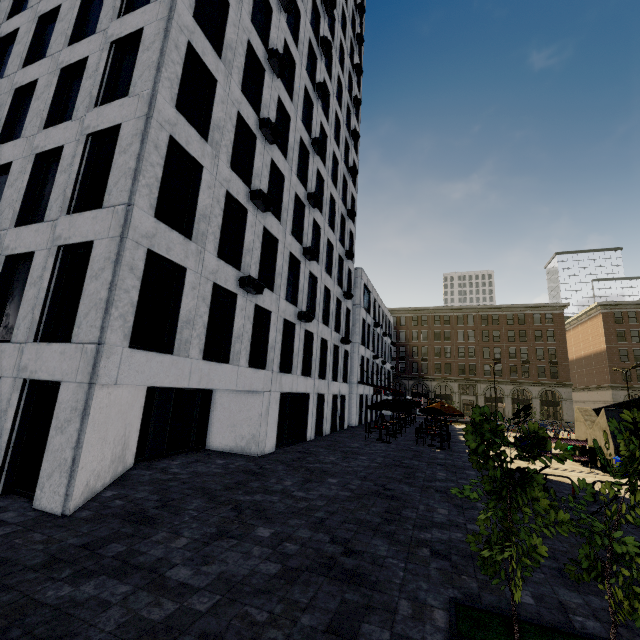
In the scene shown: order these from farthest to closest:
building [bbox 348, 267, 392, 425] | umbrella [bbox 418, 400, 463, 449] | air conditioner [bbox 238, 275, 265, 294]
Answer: building [bbox 348, 267, 392, 425] < umbrella [bbox 418, 400, 463, 449] < air conditioner [bbox 238, 275, 265, 294]

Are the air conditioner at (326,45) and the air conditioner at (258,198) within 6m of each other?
no

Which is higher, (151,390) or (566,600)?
(151,390)

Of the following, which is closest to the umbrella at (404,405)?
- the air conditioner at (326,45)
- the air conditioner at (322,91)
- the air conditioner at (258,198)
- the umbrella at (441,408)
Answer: the umbrella at (441,408)

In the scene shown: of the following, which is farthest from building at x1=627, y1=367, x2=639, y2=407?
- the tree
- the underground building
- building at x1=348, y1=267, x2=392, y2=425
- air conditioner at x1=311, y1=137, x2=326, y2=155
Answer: the underground building

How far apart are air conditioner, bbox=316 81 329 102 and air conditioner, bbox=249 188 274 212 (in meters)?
12.53

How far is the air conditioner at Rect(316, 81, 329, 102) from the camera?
21.7m

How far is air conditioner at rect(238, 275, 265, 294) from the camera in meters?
12.9 m
